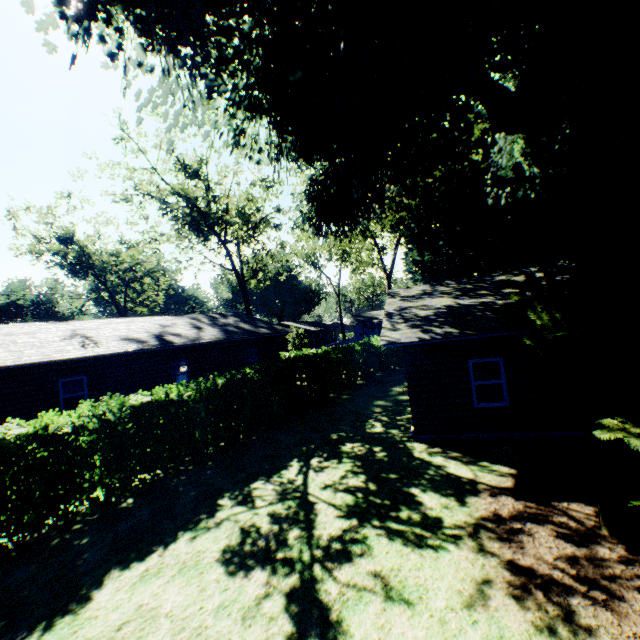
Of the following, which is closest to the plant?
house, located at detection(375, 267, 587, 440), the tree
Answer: house, located at detection(375, 267, 587, 440)

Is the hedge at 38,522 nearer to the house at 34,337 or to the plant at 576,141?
the plant at 576,141

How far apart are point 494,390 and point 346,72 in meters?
15.7

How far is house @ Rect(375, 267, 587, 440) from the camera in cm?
996

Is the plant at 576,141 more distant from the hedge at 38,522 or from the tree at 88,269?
the tree at 88,269

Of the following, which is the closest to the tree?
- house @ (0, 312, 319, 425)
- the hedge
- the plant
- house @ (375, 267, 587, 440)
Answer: house @ (0, 312, 319, 425)

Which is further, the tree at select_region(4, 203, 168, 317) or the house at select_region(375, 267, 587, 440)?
the tree at select_region(4, 203, 168, 317)

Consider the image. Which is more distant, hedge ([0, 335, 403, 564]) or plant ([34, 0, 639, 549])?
hedge ([0, 335, 403, 564])
